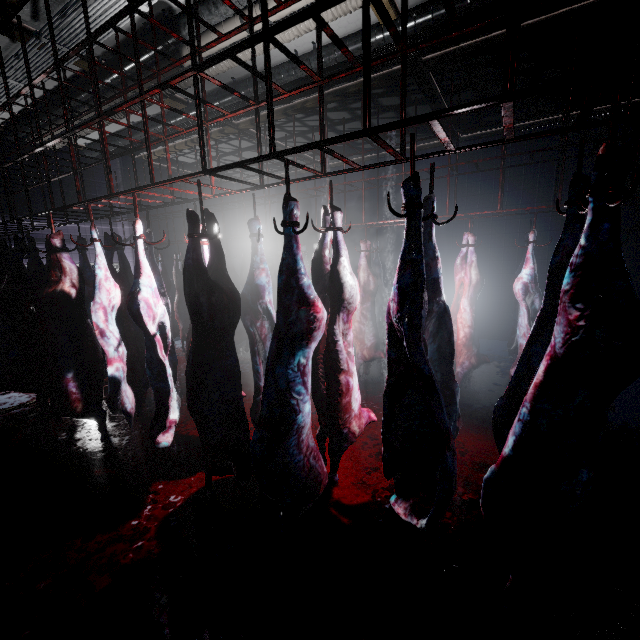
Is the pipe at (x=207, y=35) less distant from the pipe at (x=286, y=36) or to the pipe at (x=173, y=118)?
the pipe at (x=286, y=36)

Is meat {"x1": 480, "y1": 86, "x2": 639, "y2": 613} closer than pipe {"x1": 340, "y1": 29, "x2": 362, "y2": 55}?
Yes

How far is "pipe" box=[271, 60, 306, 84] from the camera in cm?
381

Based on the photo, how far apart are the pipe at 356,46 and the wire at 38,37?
1.4 meters

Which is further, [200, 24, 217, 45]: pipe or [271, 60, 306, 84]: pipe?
[271, 60, 306, 84]: pipe

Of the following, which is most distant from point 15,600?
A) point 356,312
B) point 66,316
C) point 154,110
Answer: point 154,110

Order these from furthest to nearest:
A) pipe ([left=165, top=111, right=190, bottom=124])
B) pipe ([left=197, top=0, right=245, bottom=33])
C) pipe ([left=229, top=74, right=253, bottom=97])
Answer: pipe ([left=165, top=111, right=190, bottom=124])
pipe ([left=229, top=74, right=253, bottom=97])
pipe ([left=197, top=0, right=245, bottom=33])
